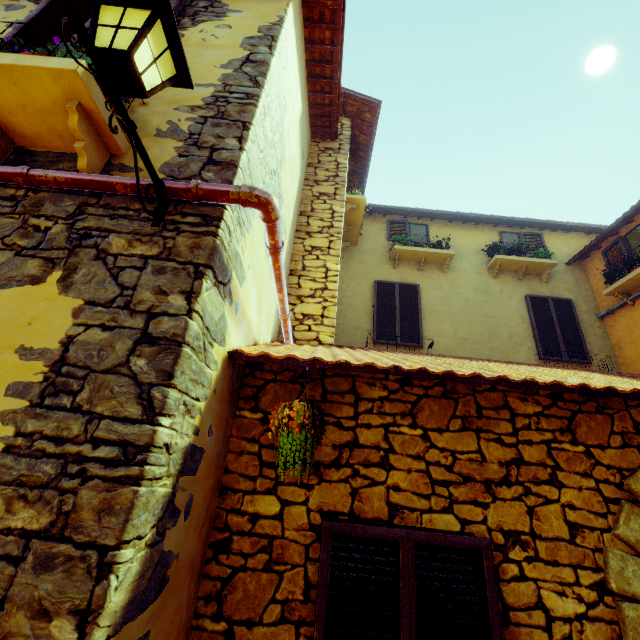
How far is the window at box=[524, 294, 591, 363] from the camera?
7.1 meters

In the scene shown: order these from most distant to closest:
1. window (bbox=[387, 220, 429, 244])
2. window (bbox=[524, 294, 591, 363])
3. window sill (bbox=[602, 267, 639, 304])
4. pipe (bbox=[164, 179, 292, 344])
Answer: window (bbox=[387, 220, 429, 244]) < window (bbox=[524, 294, 591, 363]) < window sill (bbox=[602, 267, 639, 304]) < pipe (bbox=[164, 179, 292, 344])

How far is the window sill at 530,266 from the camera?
7.8 meters

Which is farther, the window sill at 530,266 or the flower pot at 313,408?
the window sill at 530,266

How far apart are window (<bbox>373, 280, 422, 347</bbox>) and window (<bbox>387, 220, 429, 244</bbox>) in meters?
1.4 m

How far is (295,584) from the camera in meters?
2.0

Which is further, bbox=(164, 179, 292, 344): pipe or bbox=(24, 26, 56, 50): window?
bbox=(24, 26, 56, 50): window

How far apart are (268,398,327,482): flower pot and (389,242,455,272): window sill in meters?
6.5
